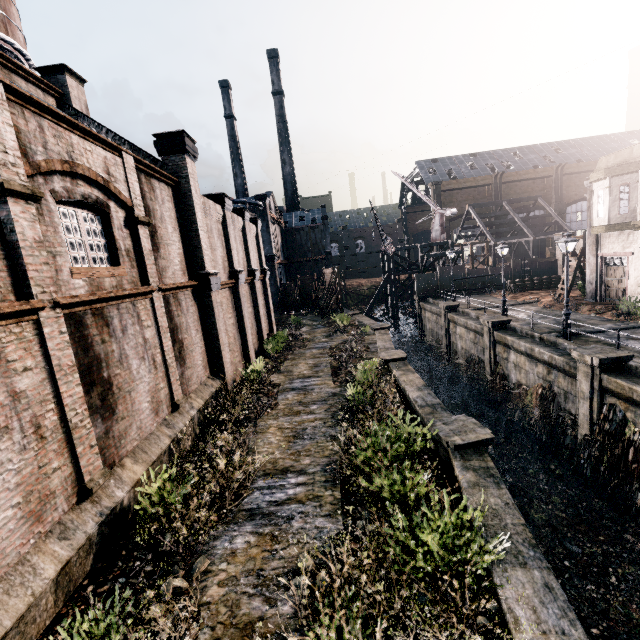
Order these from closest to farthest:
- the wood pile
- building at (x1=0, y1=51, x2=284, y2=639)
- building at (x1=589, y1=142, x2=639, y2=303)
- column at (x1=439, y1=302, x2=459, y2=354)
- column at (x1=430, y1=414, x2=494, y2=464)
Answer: building at (x1=0, y1=51, x2=284, y2=639), column at (x1=430, y1=414, x2=494, y2=464), building at (x1=589, y1=142, x2=639, y2=303), column at (x1=439, y1=302, x2=459, y2=354), the wood pile

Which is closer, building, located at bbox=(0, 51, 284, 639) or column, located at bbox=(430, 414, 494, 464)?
building, located at bbox=(0, 51, 284, 639)

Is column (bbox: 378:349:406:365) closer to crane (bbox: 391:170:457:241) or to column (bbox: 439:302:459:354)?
column (bbox: 439:302:459:354)

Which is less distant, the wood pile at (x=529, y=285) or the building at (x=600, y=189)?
the building at (x=600, y=189)

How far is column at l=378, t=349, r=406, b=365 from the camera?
18.6m

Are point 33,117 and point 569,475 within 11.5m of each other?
no

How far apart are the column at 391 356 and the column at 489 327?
7.53m

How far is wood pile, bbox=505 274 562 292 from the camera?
34.72m
